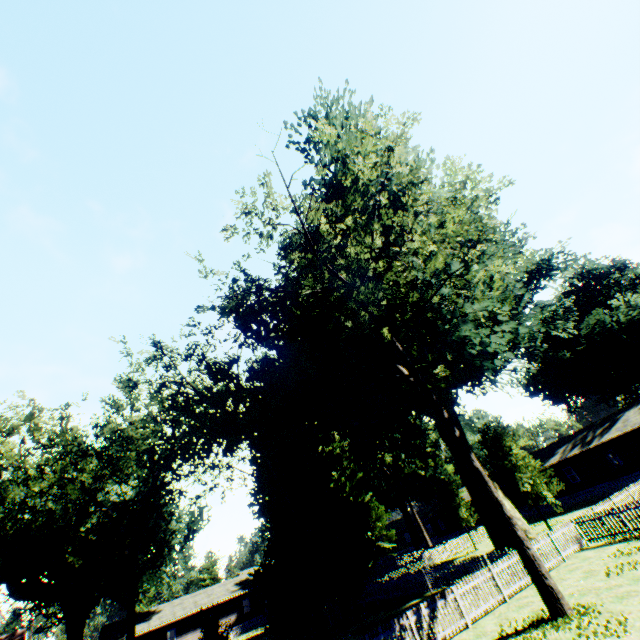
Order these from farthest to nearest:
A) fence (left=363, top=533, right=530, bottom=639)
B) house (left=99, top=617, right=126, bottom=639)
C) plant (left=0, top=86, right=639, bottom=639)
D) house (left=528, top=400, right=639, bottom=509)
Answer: house (left=99, top=617, right=126, bottom=639) → house (left=528, top=400, right=639, bottom=509) → plant (left=0, top=86, right=639, bottom=639) → fence (left=363, top=533, right=530, bottom=639)

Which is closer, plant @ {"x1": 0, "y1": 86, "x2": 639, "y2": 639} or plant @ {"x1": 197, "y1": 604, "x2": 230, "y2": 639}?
plant @ {"x1": 0, "y1": 86, "x2": 639, "y2": 639}

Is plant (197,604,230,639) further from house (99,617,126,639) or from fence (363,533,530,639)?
house (99,617,126,639)

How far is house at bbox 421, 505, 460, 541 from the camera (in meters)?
55.66

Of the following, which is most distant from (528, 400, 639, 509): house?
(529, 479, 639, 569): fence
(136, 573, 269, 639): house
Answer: (136, 573, 269, 639): house

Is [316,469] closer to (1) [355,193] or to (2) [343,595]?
(2) [343,595]

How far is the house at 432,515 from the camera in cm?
5566

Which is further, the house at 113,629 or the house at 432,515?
the house at 432,515
